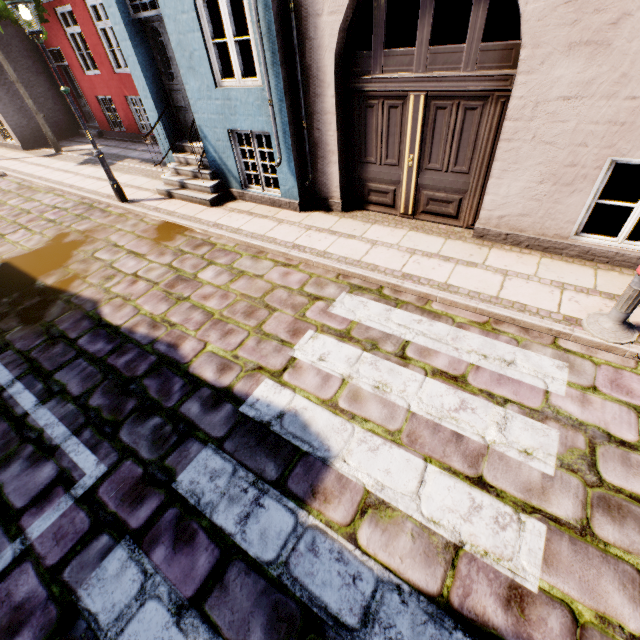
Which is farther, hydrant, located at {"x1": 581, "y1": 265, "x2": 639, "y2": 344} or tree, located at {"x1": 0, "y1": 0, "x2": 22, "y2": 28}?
tree, located at {"x1": 0, "y1": 0, "x2": 22, "y2": 28}

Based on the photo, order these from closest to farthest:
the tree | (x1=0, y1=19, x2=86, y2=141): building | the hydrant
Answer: the hydrant, the tree, (x1=0, y1=19, x2=86, y2=141): building

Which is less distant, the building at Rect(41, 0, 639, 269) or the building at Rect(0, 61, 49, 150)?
the building at Rect(41, 0, 639, 269)

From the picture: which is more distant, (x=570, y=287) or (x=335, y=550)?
(x=570, y=287)

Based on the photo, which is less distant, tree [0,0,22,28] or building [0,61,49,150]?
tree [0,0,22,28]

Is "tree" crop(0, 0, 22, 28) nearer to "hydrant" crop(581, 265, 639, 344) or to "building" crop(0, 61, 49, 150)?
"building" crop(0, 61, 49, 150)

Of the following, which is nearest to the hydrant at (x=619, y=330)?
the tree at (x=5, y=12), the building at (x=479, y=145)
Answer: the building at (x=479, y=145)
